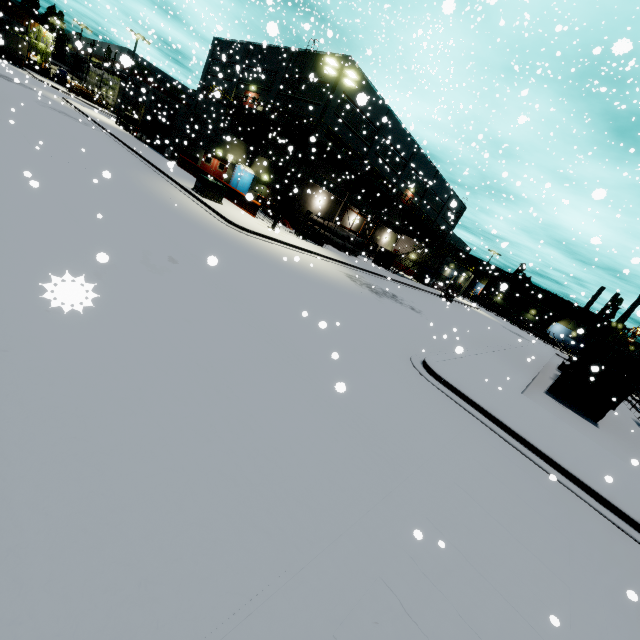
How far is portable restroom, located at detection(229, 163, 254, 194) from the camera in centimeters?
3378cm

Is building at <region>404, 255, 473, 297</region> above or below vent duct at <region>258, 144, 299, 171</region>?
below

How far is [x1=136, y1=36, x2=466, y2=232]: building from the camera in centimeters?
2952cm

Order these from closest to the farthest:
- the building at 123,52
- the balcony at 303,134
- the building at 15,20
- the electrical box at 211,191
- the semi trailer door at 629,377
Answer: the building at 123,52 < the semi trailer door at 629,377 < the electrical box at 211,191 < the balcony at 303,134 < the building at 15,20

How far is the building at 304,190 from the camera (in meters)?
31.61

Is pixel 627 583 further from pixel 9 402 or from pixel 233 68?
pixel 233 68

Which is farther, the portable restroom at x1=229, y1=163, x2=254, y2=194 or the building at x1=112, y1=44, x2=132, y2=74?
the portable restroom at x1=229, y1=163, x2=254, y2=194

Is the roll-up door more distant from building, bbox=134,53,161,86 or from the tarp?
the tarp
